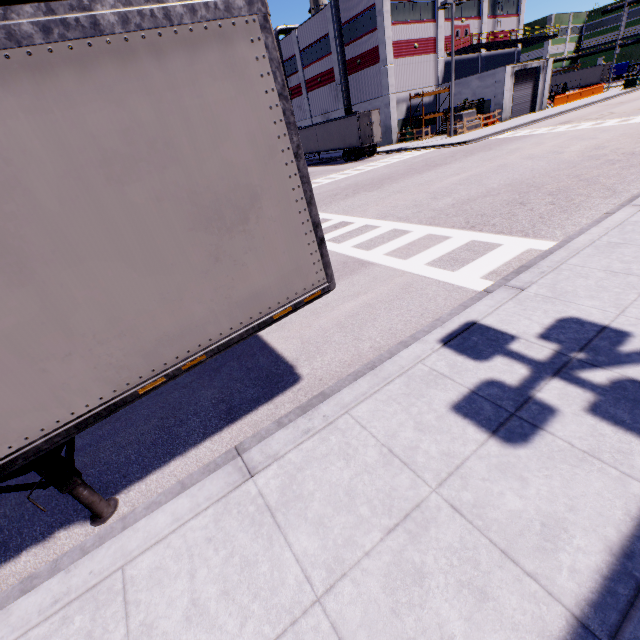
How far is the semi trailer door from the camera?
29.41m

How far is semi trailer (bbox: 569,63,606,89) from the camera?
56.7 meters

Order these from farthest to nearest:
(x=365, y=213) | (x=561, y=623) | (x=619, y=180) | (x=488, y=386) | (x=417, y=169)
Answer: (x=417, y=169) < (x=365, y=213) < (x=619, y=180) < (x=488, y=386) < (x=561, y=623)

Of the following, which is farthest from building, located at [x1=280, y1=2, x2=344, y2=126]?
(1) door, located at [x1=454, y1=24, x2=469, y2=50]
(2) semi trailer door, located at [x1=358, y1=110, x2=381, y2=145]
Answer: (2) semi trailer door, located at [x1=358, y1=110, x2=381, y2=145]

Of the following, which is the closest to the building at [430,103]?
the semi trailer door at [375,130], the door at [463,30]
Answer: the door at [463,30]

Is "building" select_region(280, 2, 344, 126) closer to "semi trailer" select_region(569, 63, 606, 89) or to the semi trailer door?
"semi trailer" select_region(569, 63, 606, 89)

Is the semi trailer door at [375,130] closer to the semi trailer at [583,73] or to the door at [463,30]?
the semi trailer at [583,73]

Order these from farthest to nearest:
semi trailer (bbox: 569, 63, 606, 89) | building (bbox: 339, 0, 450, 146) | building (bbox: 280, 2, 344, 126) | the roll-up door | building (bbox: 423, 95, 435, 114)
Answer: semi trailer (bbox: 569, 63, 606, 89) < building (bbox: 280, 2, 344, 126) < building (bbox: 423, 95, 435, 114) < the roll-up door < building (bbox: 339, 0, 450, 146)
